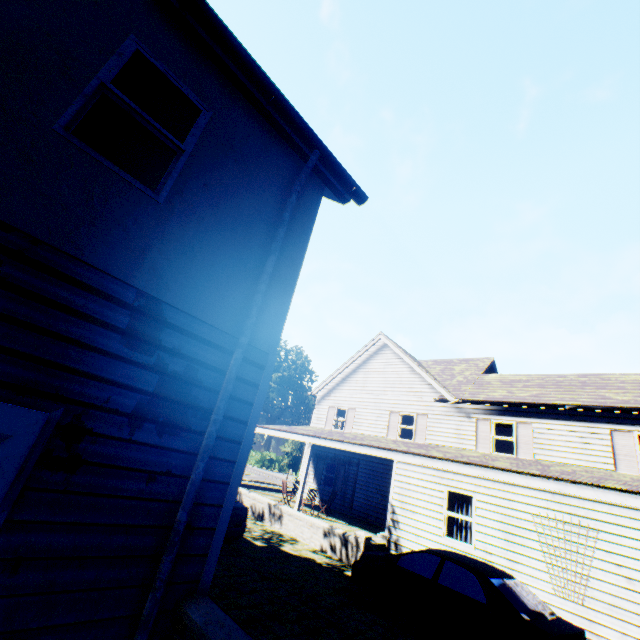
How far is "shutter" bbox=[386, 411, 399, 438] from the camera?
18.7 meters

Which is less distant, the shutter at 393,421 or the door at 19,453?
the door at 19,453

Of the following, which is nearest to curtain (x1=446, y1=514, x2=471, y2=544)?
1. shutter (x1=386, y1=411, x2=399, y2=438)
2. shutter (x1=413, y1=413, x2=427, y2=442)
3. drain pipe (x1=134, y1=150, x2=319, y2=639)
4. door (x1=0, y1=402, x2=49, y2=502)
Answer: shutter (x1=413, y1=413, x2=427, y2=442)

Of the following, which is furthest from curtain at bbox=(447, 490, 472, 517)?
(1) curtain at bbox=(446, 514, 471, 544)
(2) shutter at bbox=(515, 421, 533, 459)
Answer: (2) shutter at bbox=(515, 421, 533, 459)

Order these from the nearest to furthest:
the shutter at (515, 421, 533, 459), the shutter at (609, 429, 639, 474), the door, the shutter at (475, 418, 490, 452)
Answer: the door < the shutter at (609, 429, 639, 474) < the shutter at (515, 421, 533, 459) < the shutter at (475, 418, 490, 452)

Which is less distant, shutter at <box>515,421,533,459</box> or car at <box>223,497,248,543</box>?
car at <box>223,497,248,543</box>

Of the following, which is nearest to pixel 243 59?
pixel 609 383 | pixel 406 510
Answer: pixel 406 510

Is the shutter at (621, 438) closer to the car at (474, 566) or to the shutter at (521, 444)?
the shutter at (521, 444)
